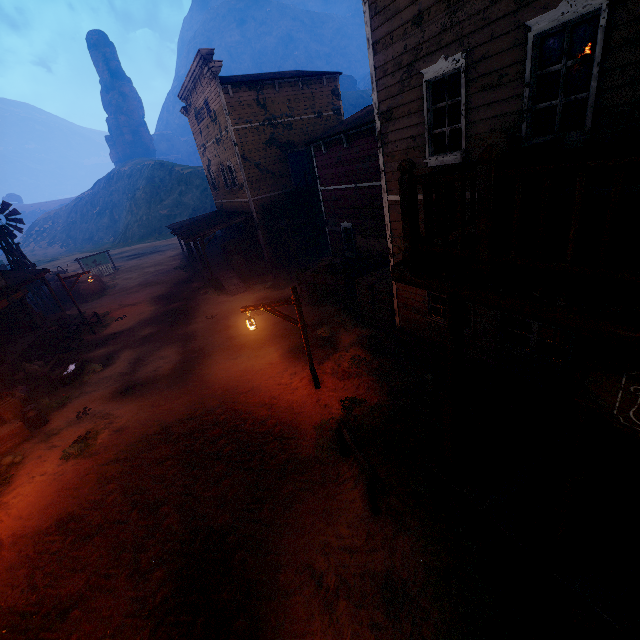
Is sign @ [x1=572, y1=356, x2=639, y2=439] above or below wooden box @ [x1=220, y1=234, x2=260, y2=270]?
above

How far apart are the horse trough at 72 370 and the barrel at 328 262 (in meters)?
10.99

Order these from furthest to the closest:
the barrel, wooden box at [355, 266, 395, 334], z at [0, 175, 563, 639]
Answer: the barrel → wooden box at [355, 266, 395, 334] → z at [0, 175, 563, 639]

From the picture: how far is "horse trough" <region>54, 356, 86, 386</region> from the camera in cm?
1323

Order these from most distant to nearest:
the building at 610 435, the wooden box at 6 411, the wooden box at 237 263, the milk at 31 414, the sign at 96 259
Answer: the sign at 96 259 → the wooden box at 237 263 → the milk at 31 414 → the wooden box at 6 411 → the building at 610 435

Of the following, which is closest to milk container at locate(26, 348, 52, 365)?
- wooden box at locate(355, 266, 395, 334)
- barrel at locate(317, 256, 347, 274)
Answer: barrel at locate(317, 256, 347, 274)

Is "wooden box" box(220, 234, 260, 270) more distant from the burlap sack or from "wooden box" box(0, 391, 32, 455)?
"wooden box" box(0, 391, 32, 455)

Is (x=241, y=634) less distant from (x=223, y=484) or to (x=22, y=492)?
(x=223, y=484)
